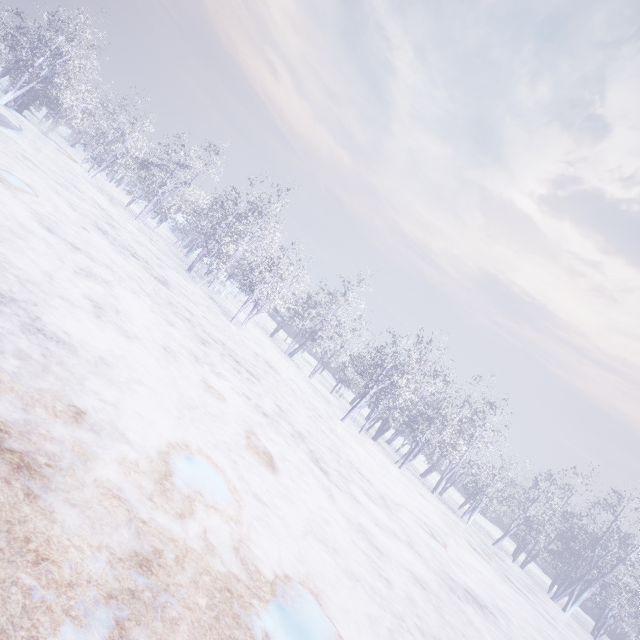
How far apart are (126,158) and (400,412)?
24.39m
